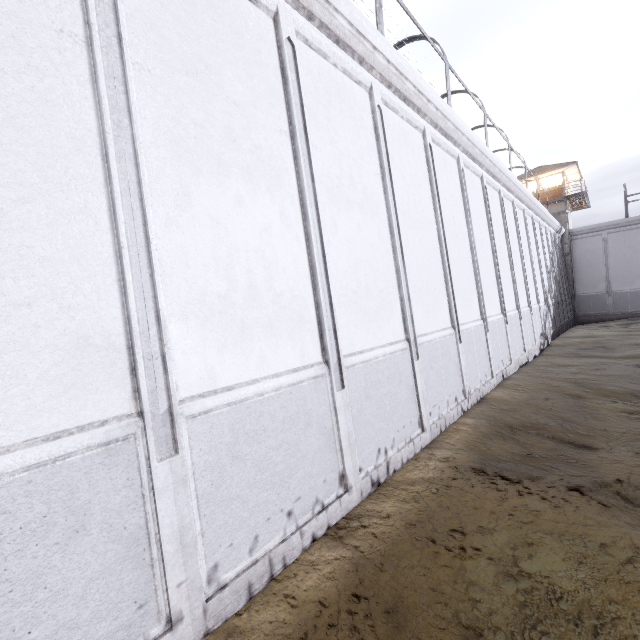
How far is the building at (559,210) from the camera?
30.09m

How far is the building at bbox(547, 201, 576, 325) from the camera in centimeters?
3009cm

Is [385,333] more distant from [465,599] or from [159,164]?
[159,164]
